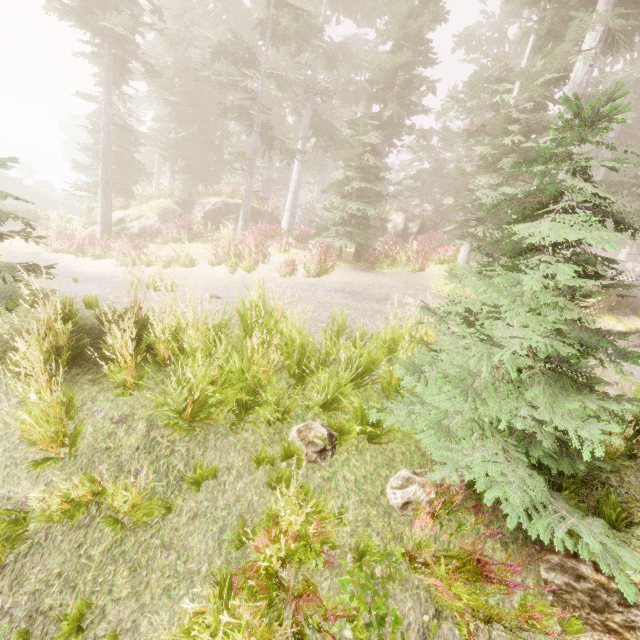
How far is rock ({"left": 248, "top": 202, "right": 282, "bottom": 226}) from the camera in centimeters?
2273cm

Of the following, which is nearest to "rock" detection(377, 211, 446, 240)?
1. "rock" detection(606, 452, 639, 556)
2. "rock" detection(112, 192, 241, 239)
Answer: "rock" detection(112, 192, 241, 239)

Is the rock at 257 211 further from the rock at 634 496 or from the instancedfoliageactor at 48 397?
the rock at 634 496

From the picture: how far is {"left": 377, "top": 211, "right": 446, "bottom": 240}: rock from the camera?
26.28m

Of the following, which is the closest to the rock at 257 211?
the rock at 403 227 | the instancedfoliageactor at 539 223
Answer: the instancedfoliageactor at 539 223

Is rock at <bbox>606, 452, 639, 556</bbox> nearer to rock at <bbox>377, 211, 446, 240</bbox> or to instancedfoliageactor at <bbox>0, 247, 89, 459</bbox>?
instancedfoliageactor at <bbox>0, 247, 89, 459</bbox>

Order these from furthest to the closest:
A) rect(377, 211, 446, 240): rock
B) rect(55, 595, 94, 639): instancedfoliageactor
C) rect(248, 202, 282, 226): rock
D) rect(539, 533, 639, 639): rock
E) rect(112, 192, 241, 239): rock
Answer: rect(377, 211, 446, 240): rock < rect(248, 202, 282, 226): rock < rect(112, 192, 241, 239): rock < rect(539, 533, 639, 639): rock < rect(55, 595, 94, 639): instancedfoliageactor

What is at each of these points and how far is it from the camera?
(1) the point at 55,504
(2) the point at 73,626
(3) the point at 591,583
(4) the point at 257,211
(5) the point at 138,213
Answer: (1) instancedfoliageactor, 2.65m
(2) instancedfoliageactor, 2.59m
(3) rock, 3.22m
(4) rock, 22.92m
(5) rock, 18.28m
